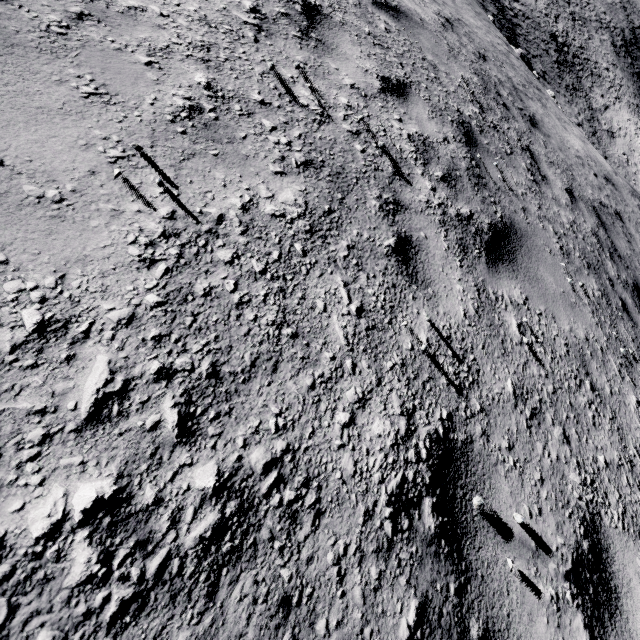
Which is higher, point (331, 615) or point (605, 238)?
point (331, 615)
